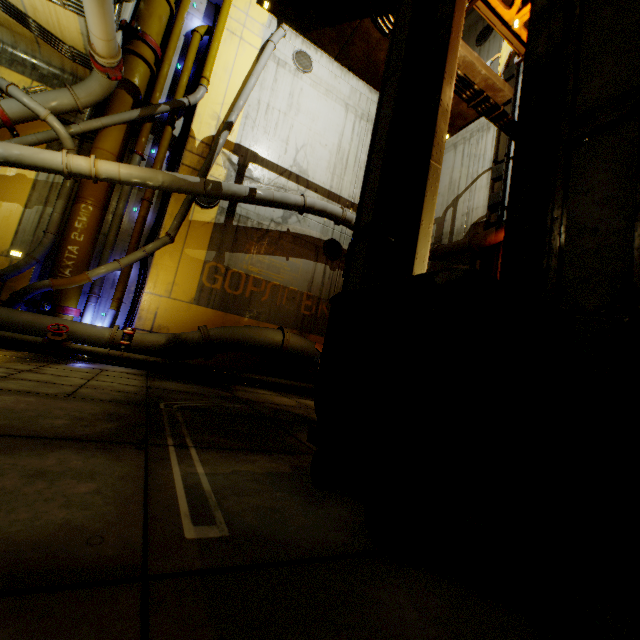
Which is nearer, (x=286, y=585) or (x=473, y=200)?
(x=286, y=585)

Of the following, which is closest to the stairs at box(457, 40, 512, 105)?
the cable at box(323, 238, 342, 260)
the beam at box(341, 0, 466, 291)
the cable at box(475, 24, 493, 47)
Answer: the beam at box(341, 0, 466, 291)

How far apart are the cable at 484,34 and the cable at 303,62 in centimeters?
751cm

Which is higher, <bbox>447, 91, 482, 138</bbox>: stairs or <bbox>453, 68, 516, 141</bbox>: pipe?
<bbox>447, 91, 482, 138</bbox>: stairs

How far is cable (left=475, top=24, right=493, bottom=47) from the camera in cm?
1323

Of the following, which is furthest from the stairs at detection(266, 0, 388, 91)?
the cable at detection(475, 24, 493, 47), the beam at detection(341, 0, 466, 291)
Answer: the cable at detection(475, 24, 493, 47)

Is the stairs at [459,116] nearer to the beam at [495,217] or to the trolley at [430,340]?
the beam at [495,217]

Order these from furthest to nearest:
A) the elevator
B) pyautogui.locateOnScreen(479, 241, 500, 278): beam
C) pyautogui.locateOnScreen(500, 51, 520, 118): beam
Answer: pyautogui.locateOnScreen(500, 51, 520, 118): beam < pyautogui.locateOnScreen(479, 241, 500, 278): beam < the elevator
